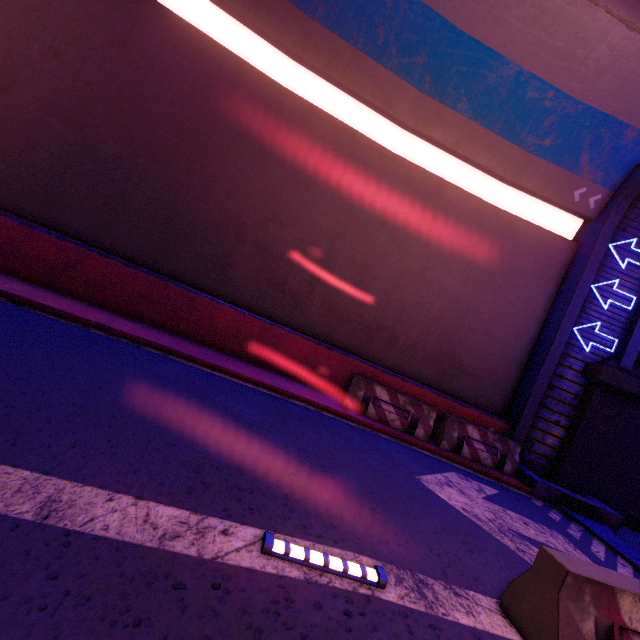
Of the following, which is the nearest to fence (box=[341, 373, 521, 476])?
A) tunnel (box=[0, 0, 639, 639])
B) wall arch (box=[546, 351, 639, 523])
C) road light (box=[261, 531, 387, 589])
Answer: tunnel (box=[0, 0, 639, 639])

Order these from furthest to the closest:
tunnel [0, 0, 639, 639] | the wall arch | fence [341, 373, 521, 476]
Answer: the wall arch, fence [341, 373, 521, 476], tunnel [0, 0, 639, 639]

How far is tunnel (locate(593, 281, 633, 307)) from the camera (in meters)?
10.03

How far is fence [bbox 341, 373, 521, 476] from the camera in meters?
8.6

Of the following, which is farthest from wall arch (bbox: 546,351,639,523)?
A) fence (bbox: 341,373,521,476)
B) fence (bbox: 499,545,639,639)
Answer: fence (bbox: 499,545,639,639)

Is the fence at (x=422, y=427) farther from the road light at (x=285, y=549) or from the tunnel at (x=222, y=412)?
the road light at (x=285, y=549)

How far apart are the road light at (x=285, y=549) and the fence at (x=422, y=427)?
5.5 meters

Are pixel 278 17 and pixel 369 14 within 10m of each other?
yes
